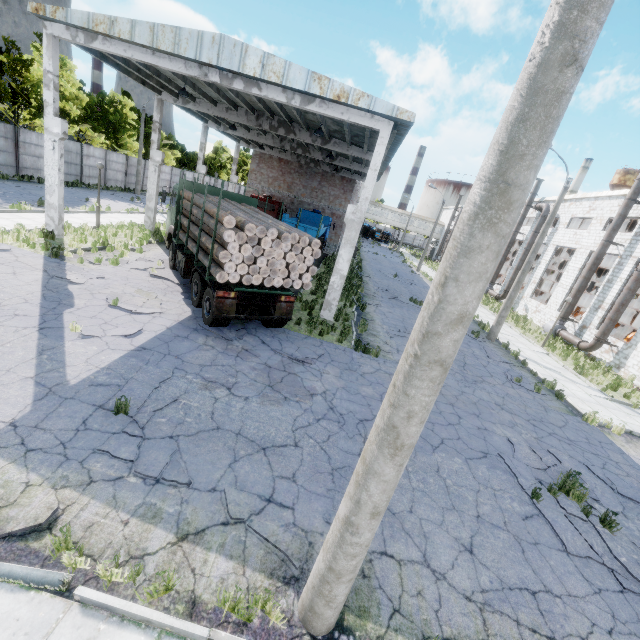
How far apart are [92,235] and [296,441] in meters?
15.8 m

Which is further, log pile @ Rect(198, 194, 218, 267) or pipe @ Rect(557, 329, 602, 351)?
pipe @ Rect(557, 329, 602, 351)

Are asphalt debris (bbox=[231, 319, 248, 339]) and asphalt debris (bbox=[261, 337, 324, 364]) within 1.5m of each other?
yes

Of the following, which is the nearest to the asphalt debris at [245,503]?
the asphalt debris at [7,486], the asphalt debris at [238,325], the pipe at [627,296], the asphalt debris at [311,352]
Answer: the asphalt debris at [7,486]

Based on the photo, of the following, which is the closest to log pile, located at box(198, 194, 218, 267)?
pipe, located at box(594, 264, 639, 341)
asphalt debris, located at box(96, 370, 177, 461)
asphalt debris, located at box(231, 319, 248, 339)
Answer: asphalt debris, located at box(231, 319, 248, 339)

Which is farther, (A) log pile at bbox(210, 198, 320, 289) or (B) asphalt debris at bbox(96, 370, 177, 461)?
(A) log pile at bbox(210, 198, 320, 289)

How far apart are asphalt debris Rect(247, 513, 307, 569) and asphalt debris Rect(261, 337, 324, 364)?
4.8 meters

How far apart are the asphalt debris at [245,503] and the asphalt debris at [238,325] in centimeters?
530cm
